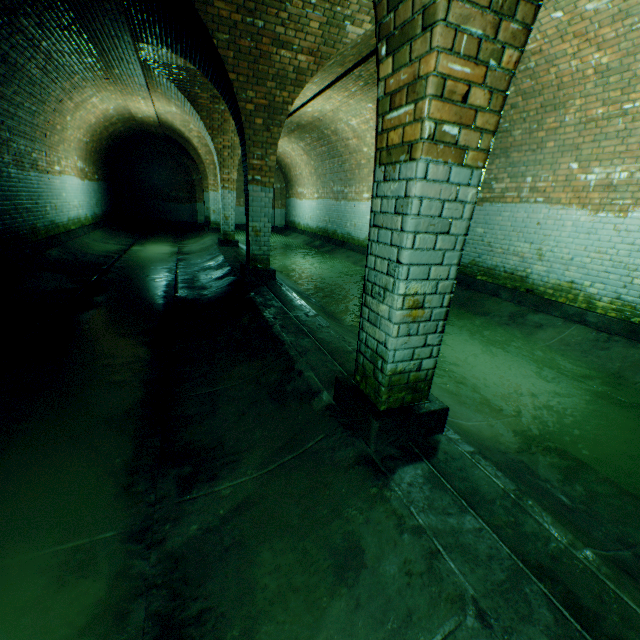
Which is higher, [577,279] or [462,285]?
[577,279]
